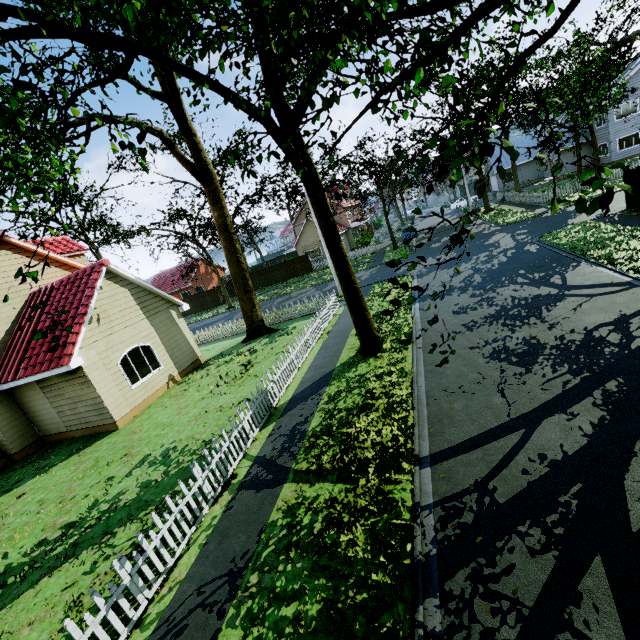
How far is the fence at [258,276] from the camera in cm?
4166

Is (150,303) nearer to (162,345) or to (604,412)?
(162,345)

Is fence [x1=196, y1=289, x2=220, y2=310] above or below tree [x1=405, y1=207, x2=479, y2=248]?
below

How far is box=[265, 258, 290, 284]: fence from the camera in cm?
4057

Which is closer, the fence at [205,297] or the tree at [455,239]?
the tree at [455,239]

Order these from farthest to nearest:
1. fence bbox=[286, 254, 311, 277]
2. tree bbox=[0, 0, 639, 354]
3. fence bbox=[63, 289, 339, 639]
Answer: fence bbox=[286, 254, 311, 277], fence bbox=[63, 289, 339, 639], tree bbox=[0, 0, 639, 354]

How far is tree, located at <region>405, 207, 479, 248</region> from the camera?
4.4 meters
